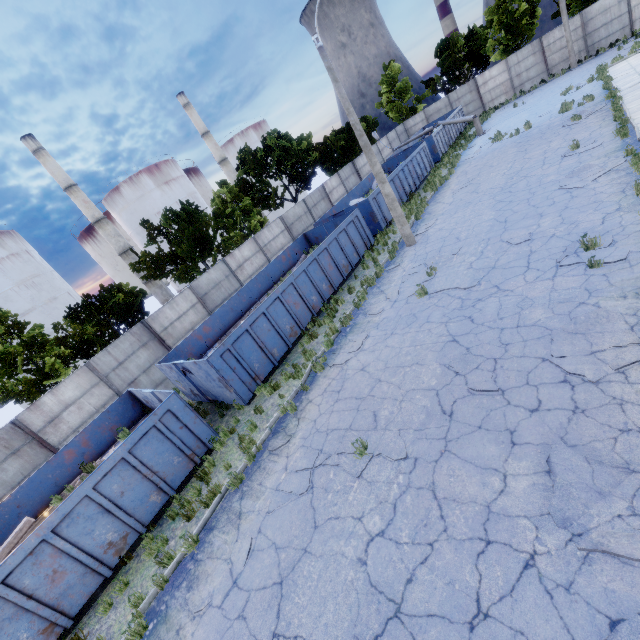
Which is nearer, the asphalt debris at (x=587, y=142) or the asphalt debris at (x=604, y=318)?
the asphalt debris at (x=604, y=318)

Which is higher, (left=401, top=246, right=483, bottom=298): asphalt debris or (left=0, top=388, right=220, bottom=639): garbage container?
(left=0, top=388, right=220, bottom=639): garbage container

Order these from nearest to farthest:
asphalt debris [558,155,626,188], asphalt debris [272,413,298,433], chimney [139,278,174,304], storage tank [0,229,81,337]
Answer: asphalt debris [272,413,298,433], asphalt debris [558,155,626,188], storage tank [0,229,81,337], chimney [139,278,174,304]

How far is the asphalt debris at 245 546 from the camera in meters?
6.3

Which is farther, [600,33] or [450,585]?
[600,33]

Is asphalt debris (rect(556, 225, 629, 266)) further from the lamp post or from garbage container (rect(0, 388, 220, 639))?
garbage container (rect(0, 388, 220, 639))

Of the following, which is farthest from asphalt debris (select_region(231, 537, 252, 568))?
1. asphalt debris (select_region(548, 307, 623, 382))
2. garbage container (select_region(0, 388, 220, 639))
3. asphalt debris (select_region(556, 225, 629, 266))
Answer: asphalt debris (select_region(556, 225, 629, 266))

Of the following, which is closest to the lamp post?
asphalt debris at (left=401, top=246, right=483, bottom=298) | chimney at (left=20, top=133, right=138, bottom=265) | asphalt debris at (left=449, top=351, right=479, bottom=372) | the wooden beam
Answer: asphalt debris at (left=401, top=246, right=483, bottom=298)
